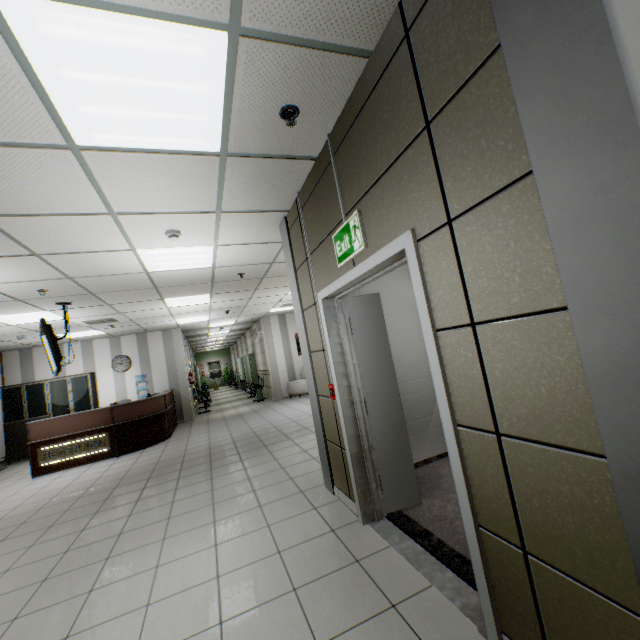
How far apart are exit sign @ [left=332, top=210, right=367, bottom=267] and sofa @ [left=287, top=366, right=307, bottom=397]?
9.7m

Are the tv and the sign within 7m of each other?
yes

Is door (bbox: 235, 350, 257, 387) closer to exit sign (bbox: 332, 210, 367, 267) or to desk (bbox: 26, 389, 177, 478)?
desk (bbox: 26, 389, 177, 478)

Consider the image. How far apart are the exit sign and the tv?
5.0 meters

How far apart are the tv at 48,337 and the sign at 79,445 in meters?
2.0 m

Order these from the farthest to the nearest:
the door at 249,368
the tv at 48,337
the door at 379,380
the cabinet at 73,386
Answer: the door at 249,368 < the cabinet at 73,386 < the tv at 48,337 < the door at 379,380

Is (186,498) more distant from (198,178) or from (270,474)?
(198,178)

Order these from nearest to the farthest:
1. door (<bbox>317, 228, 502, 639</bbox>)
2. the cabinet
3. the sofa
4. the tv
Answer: door (<bbox>317, 228, 502, 639</bbox>), the tv, the cabinet, the sofa
